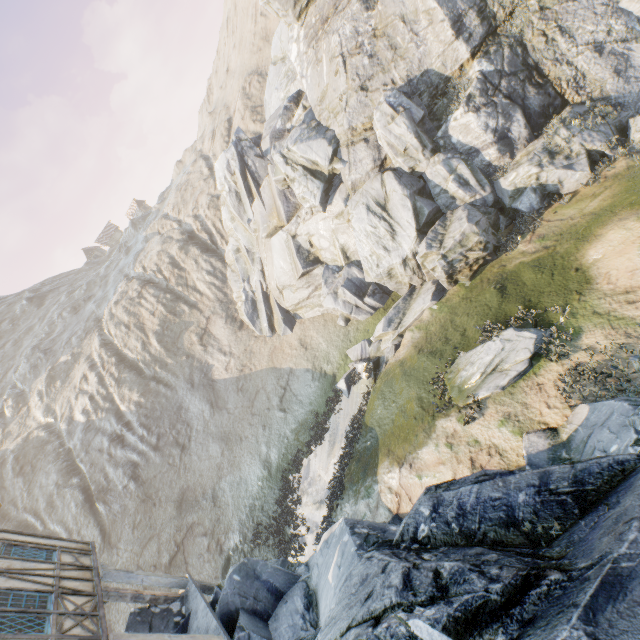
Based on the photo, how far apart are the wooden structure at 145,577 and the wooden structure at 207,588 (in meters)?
0.11

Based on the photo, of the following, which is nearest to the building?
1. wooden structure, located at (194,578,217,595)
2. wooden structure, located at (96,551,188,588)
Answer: wooden structure, located at (96,551,188,588)

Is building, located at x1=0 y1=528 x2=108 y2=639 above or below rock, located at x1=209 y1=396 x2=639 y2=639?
above

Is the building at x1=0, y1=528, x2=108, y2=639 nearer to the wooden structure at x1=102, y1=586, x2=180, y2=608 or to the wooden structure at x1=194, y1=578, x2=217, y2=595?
the wooden structure at x1=102, y1=586, x2=180, y2=608

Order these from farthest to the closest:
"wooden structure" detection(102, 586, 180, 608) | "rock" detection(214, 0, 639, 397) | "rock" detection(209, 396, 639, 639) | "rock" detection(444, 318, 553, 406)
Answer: "rock" detection(214, 0, 639, 397) < "rock" detection(444, 318, 553, 406) < "wooden structure" detection(102, 586, 180, 608) < "rock" detection(209, 396, 639, 639)

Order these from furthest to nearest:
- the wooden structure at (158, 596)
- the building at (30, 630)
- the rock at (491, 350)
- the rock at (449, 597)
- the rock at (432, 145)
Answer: the rock at (432, 145) → the rock at (491, 350) → the wooden structure at (158, 596) → the building at (30, 630) → the rock at (449, 597)

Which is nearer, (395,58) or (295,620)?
(295,620)
